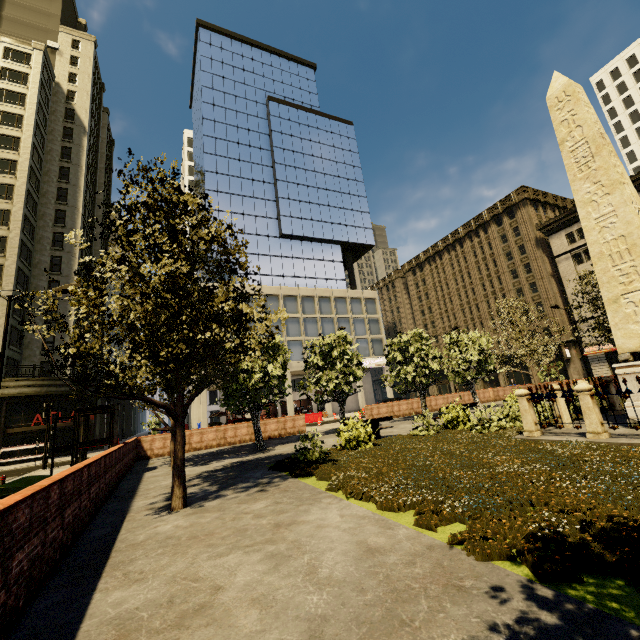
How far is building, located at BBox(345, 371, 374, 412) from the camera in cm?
4228

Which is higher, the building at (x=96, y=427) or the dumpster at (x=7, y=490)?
the building at (x=96, y=427)

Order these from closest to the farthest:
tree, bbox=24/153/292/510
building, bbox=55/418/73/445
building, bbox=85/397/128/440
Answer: tree, bbox=24/153/292/510, building, bbox=55/418/73/445, building, bbox=85/397/128/440

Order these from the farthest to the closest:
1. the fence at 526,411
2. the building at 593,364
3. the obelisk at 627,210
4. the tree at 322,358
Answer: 1. the building at 593,364
2. the tree at 322,358
3. the obelisk at 627,210
4. the fence at 526,411

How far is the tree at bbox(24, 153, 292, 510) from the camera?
6.03m

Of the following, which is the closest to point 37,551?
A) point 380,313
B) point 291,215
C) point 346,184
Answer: point 380,313

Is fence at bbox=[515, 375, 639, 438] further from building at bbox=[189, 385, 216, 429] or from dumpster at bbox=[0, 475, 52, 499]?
building at bbox=[189, 385, 216, 429]
